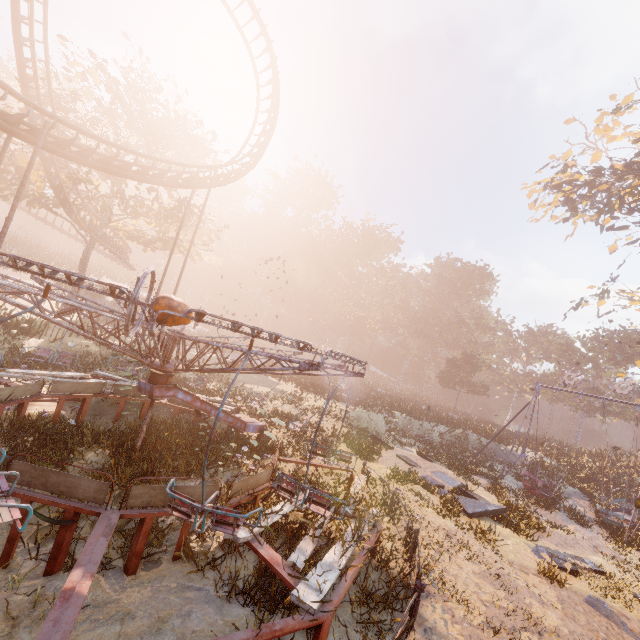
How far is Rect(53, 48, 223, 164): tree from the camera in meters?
21.6 m

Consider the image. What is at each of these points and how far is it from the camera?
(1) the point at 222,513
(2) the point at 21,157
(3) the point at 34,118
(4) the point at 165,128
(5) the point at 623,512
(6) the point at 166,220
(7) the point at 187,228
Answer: (1) merry-go-round, 4.2m
(2) tree, 20.7m
(3) roller coaster, 18.1m
(4) tree, 24.5m
(5) swing, 15.7m
(6) tree, 27.9m
(7) tree, 28.4m

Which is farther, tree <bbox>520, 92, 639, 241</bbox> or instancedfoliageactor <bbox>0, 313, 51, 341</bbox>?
tree <bbox>520, 92, 639, 241</bbox>

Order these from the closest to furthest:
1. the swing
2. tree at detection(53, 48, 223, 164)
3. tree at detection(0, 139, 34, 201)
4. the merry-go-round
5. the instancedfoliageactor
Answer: the merry-go-round < the swing < the instancedfoliageactor < tree at detection(0, 139, 34, 201) < tree at detection(53, 48, 223, 164)

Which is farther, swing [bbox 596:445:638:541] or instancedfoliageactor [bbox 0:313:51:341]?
instancedfoliageactor [bbox 0:313:51:341]

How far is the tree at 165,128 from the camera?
21.6m

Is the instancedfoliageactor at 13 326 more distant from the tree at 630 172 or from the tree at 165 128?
the tree at 630 172

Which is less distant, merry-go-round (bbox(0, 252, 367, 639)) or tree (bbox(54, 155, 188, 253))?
merry-go-round (bbox(0, 252, 367, 639))
